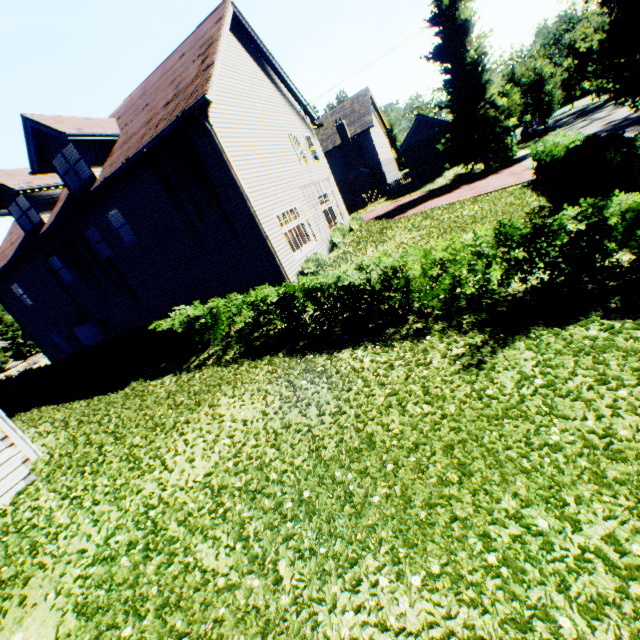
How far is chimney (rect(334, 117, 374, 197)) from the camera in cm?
3422

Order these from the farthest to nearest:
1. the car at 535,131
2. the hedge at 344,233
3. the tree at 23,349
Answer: the tree at 23,349, the car at 535,131, the hedge at 344,233

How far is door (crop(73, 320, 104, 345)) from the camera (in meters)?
17.73

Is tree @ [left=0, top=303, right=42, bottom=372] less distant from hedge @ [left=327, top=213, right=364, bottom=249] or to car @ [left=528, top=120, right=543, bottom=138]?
car @ [left=528, top=120, right=543, bottom=138]

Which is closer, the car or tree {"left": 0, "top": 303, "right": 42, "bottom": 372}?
the car

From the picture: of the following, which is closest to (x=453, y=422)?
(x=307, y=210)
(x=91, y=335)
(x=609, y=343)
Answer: (x=609, y=343)

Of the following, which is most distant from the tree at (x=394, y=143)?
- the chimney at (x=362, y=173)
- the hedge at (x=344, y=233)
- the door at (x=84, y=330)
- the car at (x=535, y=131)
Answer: the door at (x=84, y=330)

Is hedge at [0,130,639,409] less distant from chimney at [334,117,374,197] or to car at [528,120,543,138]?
chimney at [334,117,374,197]
